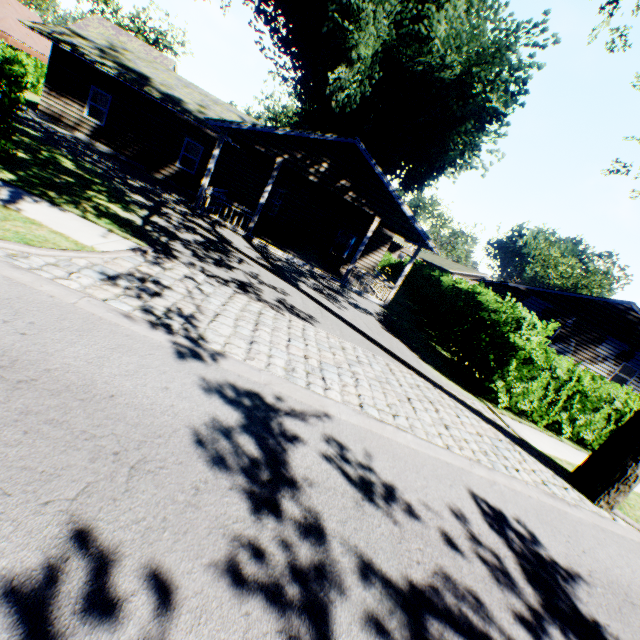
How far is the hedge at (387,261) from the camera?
40.9m

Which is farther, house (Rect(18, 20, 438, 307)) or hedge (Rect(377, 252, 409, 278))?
hedge (Rect(377, 252, 409, 278))

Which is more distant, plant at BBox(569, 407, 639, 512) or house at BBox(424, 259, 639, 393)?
house at BBox(424, 259, 639, 393)

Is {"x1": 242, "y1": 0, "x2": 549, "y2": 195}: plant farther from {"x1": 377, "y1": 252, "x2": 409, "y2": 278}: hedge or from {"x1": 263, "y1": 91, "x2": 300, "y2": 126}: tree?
{"x1": 263, "y1": 91, "x2": 300, "y2": 126}: tree

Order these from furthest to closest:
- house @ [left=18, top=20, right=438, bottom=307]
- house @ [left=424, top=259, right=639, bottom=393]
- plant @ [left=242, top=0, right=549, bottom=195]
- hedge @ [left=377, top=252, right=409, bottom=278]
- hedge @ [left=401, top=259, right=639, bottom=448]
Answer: hedge @ [left=377, top=252, right=409, bottom=278] → house @ [left=424, top=259, right=639, bottom=393] → plant @ [left=242, top=0, right=549, bottom=195] → house @ [left=18, top=20, right=438, bottom=307] → hedge @ [left=401, top=259, right=639, bottom=448]

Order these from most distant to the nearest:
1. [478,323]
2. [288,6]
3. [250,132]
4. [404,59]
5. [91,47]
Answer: [404,59], [288,6], [91,47], [250,132], [478,323]

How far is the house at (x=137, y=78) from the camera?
13.82m

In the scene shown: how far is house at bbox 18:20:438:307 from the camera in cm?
1382
